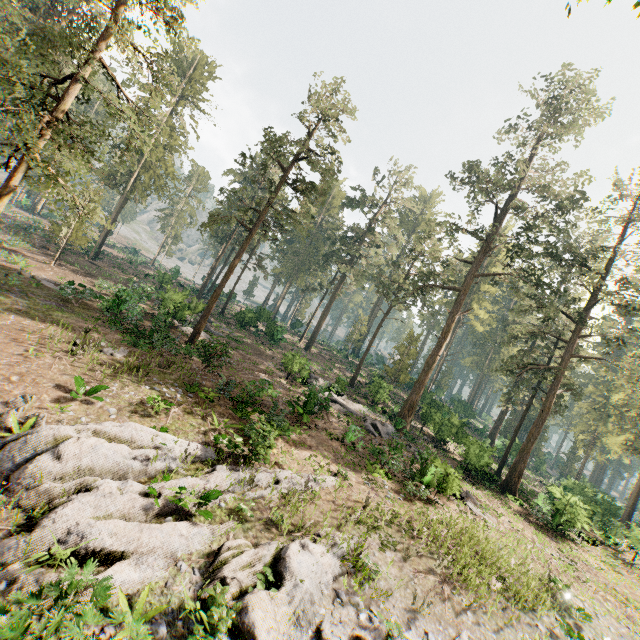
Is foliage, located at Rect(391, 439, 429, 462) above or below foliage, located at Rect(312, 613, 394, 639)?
above

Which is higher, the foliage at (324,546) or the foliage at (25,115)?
the foliage at (25,115)

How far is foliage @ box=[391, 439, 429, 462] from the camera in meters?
18.7 m

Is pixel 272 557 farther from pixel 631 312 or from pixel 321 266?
pixel 321 266

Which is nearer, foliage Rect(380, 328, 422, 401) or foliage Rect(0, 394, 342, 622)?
foliage Rect(0, 394, 342, 622)
